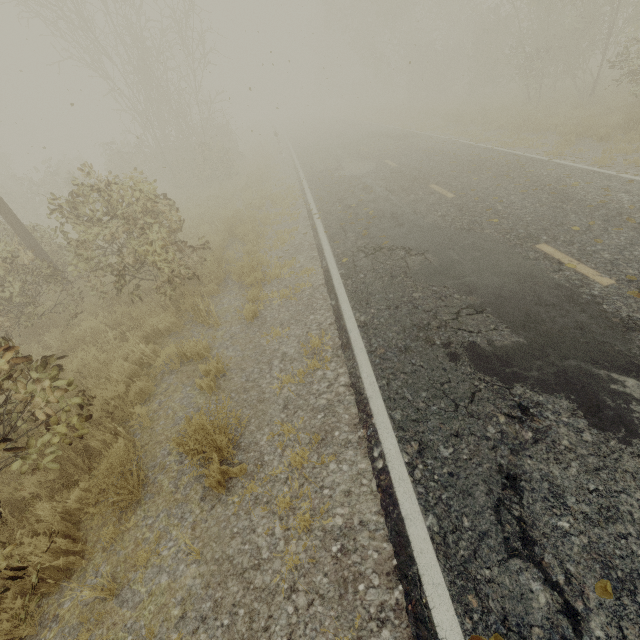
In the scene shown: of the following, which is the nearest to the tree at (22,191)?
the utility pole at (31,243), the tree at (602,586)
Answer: the utility pole at (31,243)

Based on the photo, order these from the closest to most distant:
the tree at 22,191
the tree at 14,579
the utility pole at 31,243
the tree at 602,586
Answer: the tree at 602,586
the tree at 14,579
the tree at 22,191
the utility pole at 31,243

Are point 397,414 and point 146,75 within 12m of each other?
no

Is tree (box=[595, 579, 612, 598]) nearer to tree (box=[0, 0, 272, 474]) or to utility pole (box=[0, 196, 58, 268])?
tree (box=[0, 0, 272, 474])

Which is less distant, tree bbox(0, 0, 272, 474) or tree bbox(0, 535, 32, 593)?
tree bbox(0, 535, 32, 593)

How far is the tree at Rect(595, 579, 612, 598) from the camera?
2.15m

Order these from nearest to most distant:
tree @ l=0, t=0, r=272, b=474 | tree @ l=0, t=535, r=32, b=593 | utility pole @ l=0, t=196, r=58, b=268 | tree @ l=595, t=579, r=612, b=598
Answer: tree @ l=595, t=579, r=612, b=598, tree @ l=0, t=535, r=32, b=593, tree @ l=0, t=0, r=272, b=474, utility pole @ l=0, t=196, r=58, b=268
